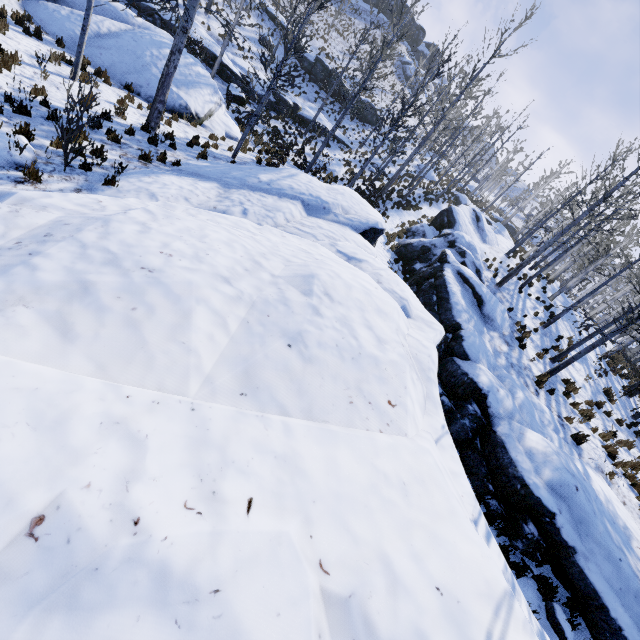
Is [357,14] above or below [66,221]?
above

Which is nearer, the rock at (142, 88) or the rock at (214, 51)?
the rock at (142, 88)

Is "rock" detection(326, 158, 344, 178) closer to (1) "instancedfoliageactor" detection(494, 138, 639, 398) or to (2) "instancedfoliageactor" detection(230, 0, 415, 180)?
(1) "instancedfoliageactor" detection(494, 138, 639, 398)

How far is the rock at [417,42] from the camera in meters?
56.6 m

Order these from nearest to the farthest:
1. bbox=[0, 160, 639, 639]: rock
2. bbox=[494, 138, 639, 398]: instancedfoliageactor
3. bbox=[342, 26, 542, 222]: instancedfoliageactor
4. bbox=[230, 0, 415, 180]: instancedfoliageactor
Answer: bbox=[0, 160, 639, 639]: rock
bbox=[230, 0, 415, 180]: instancedfoliageactor
bbox=[494, 138, 639, 398]: instancedfoliageactor
bbox=[342, 26, 542, 222]: instancedfoliageactor

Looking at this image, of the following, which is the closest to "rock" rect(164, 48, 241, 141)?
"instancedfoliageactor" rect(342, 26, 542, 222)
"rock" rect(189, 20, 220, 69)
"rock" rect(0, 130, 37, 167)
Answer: "rock" rect(189, 20, 220, 69)

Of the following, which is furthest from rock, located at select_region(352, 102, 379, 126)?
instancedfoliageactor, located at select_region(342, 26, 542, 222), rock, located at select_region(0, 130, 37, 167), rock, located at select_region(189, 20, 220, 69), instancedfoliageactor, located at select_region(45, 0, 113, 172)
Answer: rock, located at select_region(0, 130, 37, 167)

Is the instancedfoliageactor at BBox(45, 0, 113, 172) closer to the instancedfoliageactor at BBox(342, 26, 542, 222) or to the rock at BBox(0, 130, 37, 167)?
the rock at BBox(0, 130, 37, 167)
